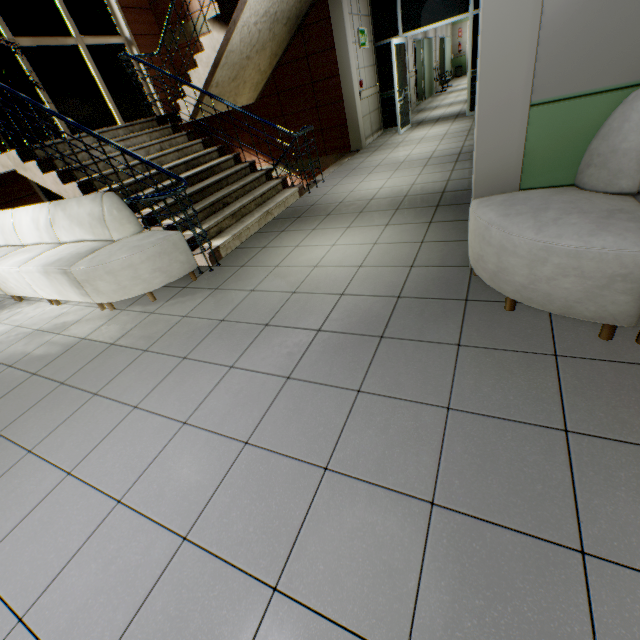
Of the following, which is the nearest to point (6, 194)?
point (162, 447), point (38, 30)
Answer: point (38, 30)

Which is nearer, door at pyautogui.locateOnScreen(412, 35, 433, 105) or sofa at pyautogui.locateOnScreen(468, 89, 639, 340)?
sofa at pyautogui.locateOnScreen(468, 89, 639, 340)

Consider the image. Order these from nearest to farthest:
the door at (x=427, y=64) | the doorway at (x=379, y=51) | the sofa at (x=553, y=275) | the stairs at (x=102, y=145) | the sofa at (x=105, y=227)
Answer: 1. the sofa at (x=553, y=275)
2. the sofa at (x=105, y=227)
3. the stairs at (x=102, y=145)
4. the doorway at (x=379, y=51)
5. the door at (x=427, y=64)

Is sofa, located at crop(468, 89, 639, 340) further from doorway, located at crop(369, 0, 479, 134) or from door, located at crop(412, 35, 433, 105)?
door, located at crop(412, 35, 433, 105)

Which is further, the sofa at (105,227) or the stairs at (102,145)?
the stairs at (102,145)

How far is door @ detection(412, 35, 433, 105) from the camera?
12.6 meters

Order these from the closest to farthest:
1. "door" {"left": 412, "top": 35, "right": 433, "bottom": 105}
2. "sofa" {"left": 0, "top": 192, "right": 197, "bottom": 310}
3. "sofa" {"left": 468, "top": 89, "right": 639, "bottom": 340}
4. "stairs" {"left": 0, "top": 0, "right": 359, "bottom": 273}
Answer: "sofa" {"left": 468, "top": 89, "right": 639, "bottom": 340} < "sofa" {"left": 0, "top": 192, "right": 197, "bottom": 310} < "stairs" {"left": 0, "top": 0, "right": 359, "bottom": 273} < "door" {"left": 412, "top": 35, "right": 433, "bottom": 105}

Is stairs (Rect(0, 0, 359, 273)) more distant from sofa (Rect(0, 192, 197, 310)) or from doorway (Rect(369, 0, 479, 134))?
doorway (Rect(369, 0, 479, 134))
